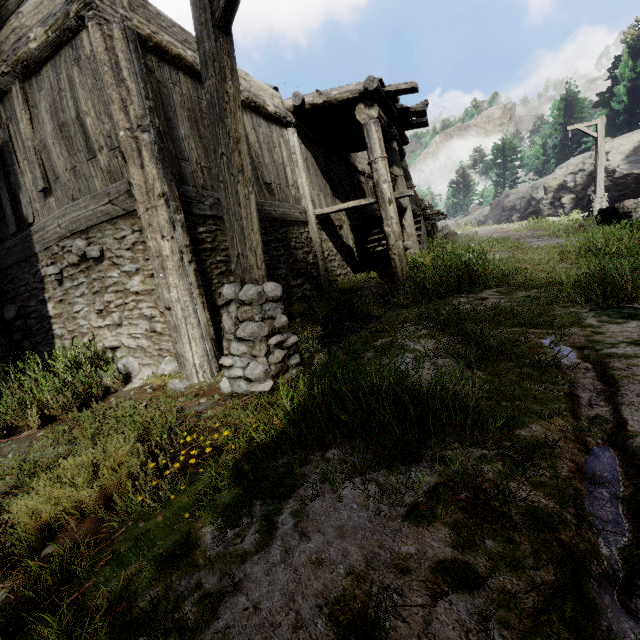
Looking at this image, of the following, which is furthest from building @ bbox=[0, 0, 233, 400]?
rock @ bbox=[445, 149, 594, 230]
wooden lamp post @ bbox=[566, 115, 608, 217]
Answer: wooden lamp post @ bbox=[566, 115, 608, 217]

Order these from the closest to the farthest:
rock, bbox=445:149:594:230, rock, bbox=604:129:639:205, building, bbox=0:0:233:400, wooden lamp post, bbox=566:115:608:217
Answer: building, bbox=0:0:233:400 → wooden lamp post, bbox=566:115:608:217 → rock, bbox=604:129:639:205 → rock, bbox=445:149:594:230

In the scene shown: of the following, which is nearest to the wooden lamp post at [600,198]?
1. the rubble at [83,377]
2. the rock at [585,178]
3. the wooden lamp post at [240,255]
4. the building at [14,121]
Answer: the building at [14,121]

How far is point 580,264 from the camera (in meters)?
4.72

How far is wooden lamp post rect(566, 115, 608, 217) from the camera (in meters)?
15.44

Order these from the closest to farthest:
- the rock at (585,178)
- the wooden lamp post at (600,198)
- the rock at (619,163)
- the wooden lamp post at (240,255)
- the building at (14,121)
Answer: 1. the wooden lamp post at (240,255)
2. the building at (14,121)
3. the wooden lamp post at (600,198)
4. the rock at (619,163)
5. the rock at (585,178)

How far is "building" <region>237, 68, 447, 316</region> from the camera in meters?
7.1 m
